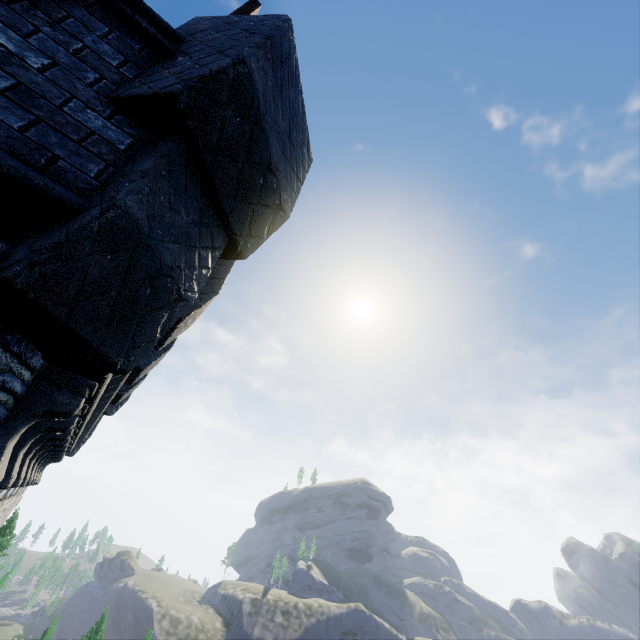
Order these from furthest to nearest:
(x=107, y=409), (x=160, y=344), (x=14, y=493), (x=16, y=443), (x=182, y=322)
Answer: (x=107, y=409) < (x=14, y=493) < (x=160, y=344) < (x=182, y=322) < (x=16, y=443)

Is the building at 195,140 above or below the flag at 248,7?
below

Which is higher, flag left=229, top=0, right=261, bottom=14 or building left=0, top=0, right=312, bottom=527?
flag left=229, top=0, right=261, bottom=14

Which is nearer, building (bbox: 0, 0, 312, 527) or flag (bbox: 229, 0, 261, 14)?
building (bbox: 0, 0, 312, 527)

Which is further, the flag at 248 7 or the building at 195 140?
the flag at 248 7
